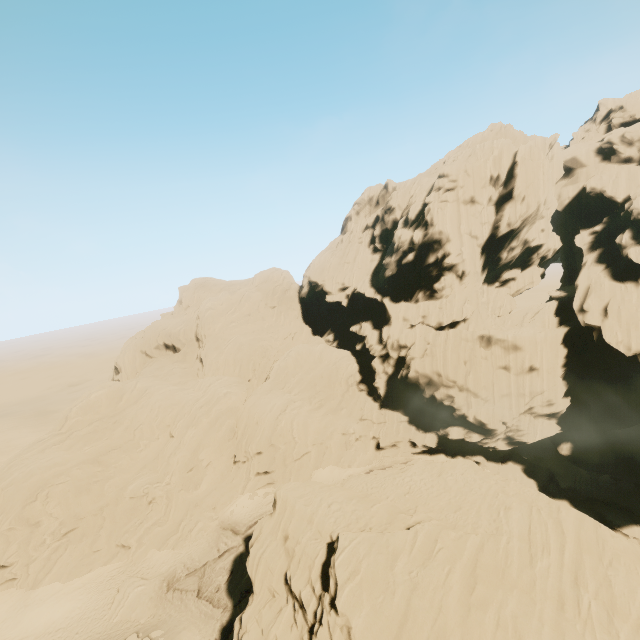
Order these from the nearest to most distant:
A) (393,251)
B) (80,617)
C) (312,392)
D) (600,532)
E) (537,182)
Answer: (600,532), (80,617), (537,182), (393,251), (312,392)

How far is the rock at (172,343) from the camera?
59.0 meters

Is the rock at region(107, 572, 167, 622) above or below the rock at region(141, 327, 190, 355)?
below

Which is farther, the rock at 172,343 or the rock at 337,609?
the rock at 172,343

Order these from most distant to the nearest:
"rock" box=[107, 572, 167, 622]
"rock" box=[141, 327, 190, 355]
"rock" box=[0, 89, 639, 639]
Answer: "rock" box=[141, 327, 190, 355]
"rock" box=[107, 572, 167, 622]
"rock" box=[0, 89, 639, 639]

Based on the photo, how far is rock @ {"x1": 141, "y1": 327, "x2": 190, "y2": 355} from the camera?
59.0 meters
